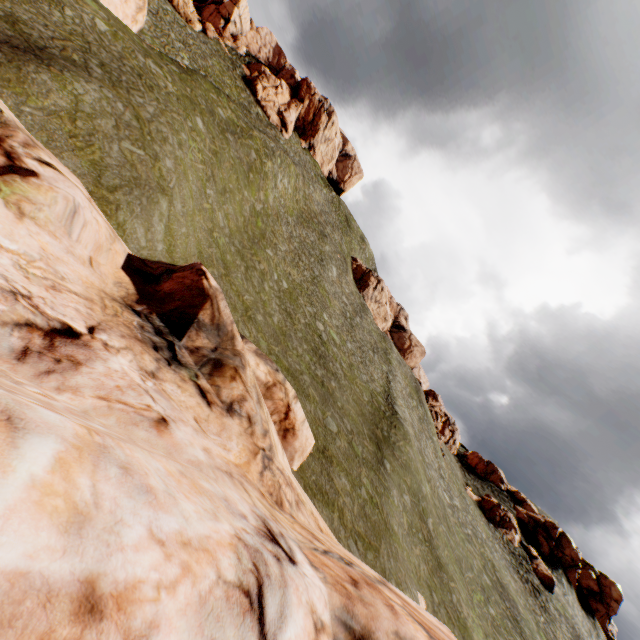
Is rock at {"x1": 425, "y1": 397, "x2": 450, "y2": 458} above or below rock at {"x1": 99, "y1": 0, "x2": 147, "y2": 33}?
above

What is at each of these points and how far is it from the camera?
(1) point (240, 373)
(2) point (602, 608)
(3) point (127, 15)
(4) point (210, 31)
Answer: (1) rock, 11.1 meters
(2) rock, 50.2 meters
(3) rock, 24.8 meters
(4) rock, 54.8 meters

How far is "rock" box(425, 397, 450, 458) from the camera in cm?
5127

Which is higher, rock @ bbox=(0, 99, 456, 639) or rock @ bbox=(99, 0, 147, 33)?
rock @ bbox=(99, 0, 147, 33)

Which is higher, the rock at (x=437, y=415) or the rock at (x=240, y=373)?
the rock at (x=437, y=415)

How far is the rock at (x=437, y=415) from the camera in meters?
51.3

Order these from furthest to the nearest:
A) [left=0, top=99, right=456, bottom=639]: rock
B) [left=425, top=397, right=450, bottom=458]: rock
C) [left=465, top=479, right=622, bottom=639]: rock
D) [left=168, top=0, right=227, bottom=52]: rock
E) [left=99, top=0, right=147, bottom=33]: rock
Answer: [left=425, top=397, right=450, bottom=458]: rock, [left=168, top=0, right=227, bottom=52]: rock, [left=465, top=479, right=622, bottom=639]: rock, [left=99, top=0, right=147, bottom=33]: rock, [left=0, top=99, right=456, bottom=639]: rock

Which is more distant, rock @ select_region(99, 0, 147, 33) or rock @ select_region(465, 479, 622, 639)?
rock @ select_region(465, 479, 622, 639)
